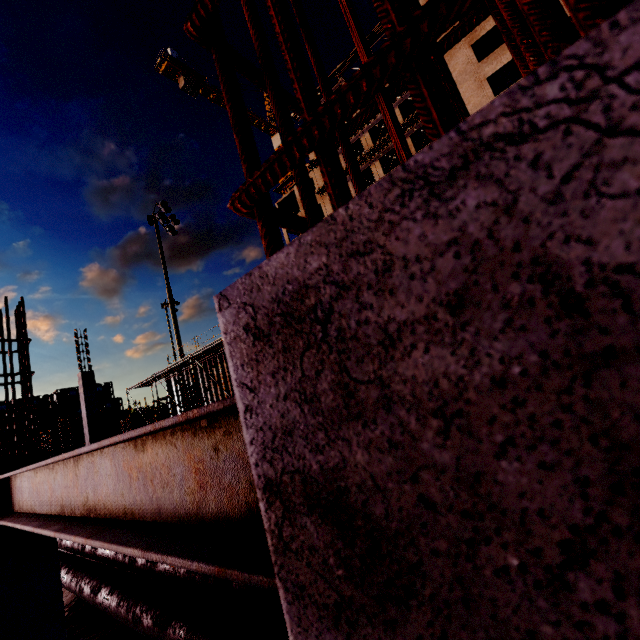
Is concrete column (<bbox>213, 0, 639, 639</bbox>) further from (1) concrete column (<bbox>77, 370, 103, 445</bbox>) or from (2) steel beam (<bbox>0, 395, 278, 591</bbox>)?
(1) concrete column (<bbox>77, 370, 103, 445</bbox>)

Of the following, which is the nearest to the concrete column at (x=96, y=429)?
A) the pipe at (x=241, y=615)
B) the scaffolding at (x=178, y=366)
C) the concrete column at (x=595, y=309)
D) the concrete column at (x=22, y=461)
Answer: the pipe at (x=241, y=615)

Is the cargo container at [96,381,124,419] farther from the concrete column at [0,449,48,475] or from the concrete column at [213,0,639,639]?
the concrete column at [213,0,639,639]

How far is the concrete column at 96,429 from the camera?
16.1m

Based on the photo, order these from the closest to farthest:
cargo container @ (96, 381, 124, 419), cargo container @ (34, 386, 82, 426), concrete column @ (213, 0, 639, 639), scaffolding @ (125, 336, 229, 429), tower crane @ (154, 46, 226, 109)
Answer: concrete column @ (213, 0, 639, 639) → scaffolding @ (125, 336, 229, 429) → cargo container @ (34, 386, 82, 426) → cargo container @ (96, 381, 124, 419) → tower crane @ (154, 46, 226, 109)

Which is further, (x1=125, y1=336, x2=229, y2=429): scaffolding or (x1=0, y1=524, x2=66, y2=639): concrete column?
(x1=125, y1=336, x2=229, y2=429): scaffolding

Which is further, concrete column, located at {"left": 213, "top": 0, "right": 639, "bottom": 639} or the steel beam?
the steel beam

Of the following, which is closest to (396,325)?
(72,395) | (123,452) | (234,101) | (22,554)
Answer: (234,101)
